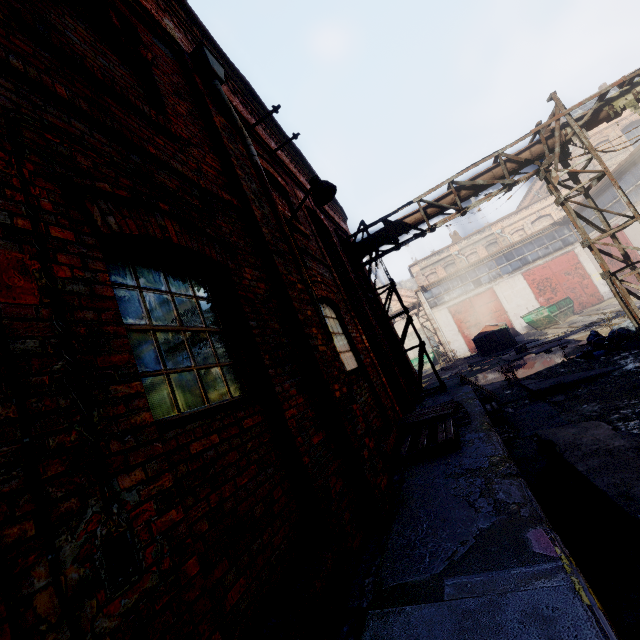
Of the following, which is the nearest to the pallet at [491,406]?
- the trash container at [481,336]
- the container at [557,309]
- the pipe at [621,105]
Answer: the pipe at [621,105]

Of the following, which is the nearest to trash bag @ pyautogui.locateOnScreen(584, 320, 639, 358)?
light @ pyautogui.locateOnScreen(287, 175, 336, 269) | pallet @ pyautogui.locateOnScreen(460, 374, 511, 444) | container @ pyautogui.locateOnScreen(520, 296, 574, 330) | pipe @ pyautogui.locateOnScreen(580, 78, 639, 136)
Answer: pallet @ pyautogui.locateOnScreen(460, 374, 511, 444)

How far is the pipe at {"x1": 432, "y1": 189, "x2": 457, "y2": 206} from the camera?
9.51m

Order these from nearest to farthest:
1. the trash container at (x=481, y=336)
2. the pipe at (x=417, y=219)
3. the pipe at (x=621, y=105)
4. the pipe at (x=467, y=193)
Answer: the pipe at (x=621, y=105) → the pipe at (x=467, y=193) → the pipe at (x=417, y=219) → the trash container at (x=481, y=336)

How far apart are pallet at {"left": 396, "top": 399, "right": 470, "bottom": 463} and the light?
3.2m

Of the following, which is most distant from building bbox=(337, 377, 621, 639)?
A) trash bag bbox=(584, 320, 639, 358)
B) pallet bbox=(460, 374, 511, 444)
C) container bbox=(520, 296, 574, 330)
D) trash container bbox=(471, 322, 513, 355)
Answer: container bbox=(520, 296, 574, 330)

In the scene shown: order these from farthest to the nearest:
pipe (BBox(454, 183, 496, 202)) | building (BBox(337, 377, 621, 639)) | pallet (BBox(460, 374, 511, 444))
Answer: pipe (BBox(454, 183, 496, 202)) → pallet (BBox(460, 374, 511, 444)) → building (BBox(337, 377, 621, 639))

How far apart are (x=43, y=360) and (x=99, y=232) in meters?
0.9
